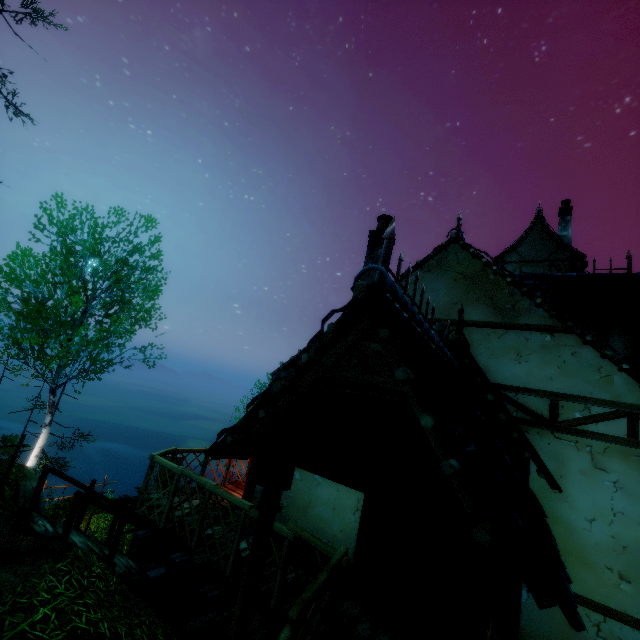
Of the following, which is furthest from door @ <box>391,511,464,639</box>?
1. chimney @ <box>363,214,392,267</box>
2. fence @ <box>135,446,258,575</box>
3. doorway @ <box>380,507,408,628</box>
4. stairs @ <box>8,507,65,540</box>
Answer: stairs @ <box>8,507,65,540</box>

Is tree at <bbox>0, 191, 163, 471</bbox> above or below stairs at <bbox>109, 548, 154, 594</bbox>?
above

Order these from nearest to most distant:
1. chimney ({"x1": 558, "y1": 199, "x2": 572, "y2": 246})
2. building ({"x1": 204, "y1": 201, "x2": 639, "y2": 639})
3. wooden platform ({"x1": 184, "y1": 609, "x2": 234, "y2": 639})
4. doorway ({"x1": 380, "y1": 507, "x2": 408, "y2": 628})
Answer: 1. building ({"x1": 204, "y1": 201, "x2": 639, "y2": 639})
2. doorway ({"x1": 380, "y1": 507, "x2": 408, "y2": 628})
3. wooden platform ({"x1": 184, "y1": 609, "x2": 234, "y2": 639})
4. chimney ({"x1": 558, "y1": 199, "x2": 572, "y2": 246})

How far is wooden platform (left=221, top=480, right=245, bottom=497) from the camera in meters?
8.1 m

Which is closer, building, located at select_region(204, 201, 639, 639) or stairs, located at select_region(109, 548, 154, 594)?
building, located at select_region(204, 201, 639, 639)

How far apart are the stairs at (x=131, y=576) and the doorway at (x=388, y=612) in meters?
5.3

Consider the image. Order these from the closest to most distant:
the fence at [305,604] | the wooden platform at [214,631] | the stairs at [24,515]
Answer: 1. the fence at [305,604]
2. the stairs at [24,515]
3. the wooden platform at [214,631]

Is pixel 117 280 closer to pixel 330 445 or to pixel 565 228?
pixel 330 445
